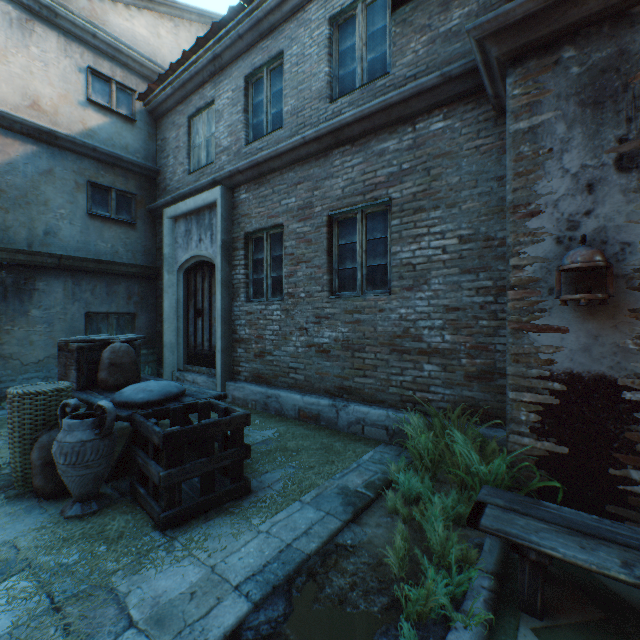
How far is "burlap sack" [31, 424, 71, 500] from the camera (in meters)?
2.84

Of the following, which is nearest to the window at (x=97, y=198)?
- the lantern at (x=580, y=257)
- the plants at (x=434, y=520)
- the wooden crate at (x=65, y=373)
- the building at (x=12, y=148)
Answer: the building at (x=12, y=148)

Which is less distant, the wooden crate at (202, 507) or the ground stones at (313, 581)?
the ground stones at (313, 581)

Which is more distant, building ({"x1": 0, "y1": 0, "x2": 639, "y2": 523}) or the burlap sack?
the burlap sack

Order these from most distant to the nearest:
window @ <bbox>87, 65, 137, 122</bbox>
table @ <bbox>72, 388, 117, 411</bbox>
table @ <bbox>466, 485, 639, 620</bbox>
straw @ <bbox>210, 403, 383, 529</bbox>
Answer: window @ <bbox>87, 65, 137, 122</bbox> → table @ <bbox>72, 388, 117, 411</bbox> → straw @ <bbox>210, 403, 383, 529</bbox> → table @ <bbox>466, 485, 639, 620</bbox>

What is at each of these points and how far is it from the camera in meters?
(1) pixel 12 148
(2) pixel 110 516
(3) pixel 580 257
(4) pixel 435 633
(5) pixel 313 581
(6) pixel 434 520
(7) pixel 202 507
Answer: (1) building, 6.1
(2) straw, 2.6
(3) lantern, 2.1
(4) ground stones, 1.7
(5) ground stones, 2.0
(6) plants, 2.3
(7) wooden crate, 2.6

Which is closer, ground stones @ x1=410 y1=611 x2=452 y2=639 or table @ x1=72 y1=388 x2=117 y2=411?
ground stones @ x1=410 y1=611 x2=452 y2=639

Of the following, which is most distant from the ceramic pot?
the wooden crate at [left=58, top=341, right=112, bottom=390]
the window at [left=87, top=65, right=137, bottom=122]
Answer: the window at [left=87, top=65, right=137, bottom=122]
